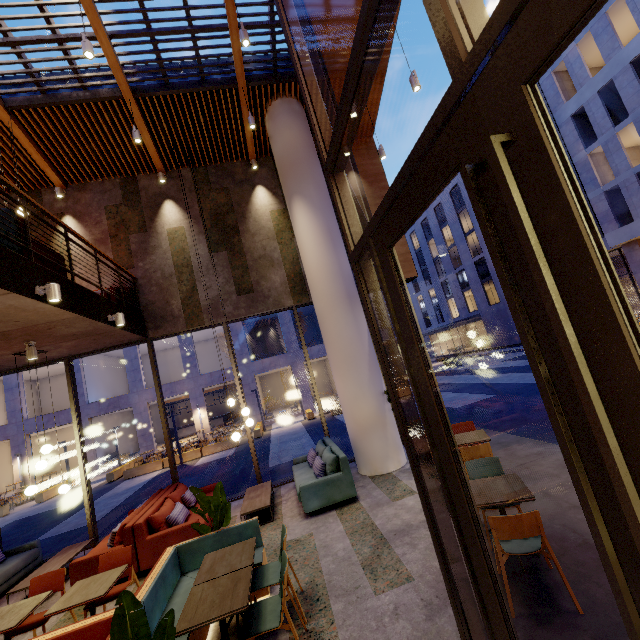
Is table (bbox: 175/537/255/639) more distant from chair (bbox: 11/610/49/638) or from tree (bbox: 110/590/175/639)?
chair (bbox: 11/610/49/638)

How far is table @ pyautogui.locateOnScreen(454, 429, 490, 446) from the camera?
5.4m

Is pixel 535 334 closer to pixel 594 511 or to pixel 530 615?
pixel 594 511

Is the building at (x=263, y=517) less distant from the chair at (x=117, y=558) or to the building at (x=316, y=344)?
the chair at (x=117, y=558)

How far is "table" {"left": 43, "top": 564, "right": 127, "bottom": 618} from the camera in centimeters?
366cm

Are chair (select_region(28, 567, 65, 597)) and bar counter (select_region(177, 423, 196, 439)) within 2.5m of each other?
no

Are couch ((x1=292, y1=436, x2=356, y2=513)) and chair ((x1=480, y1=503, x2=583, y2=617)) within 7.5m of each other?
yes

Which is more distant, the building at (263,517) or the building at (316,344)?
the building at (316,344)
